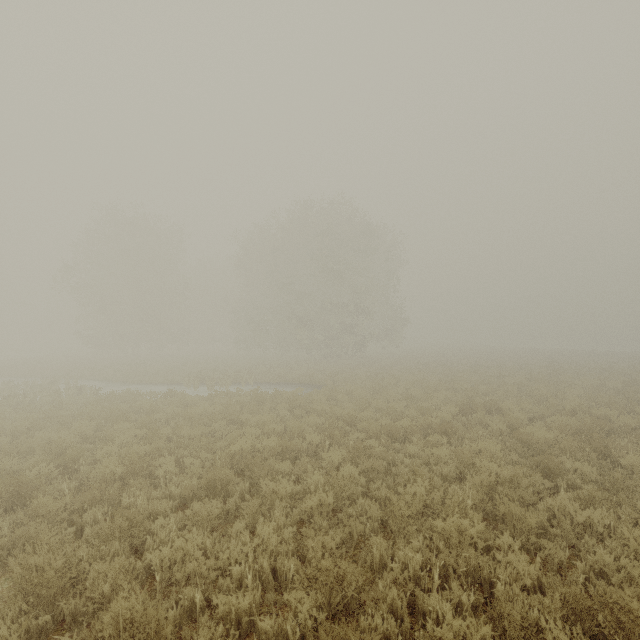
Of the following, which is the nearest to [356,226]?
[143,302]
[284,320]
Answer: [284,320]
